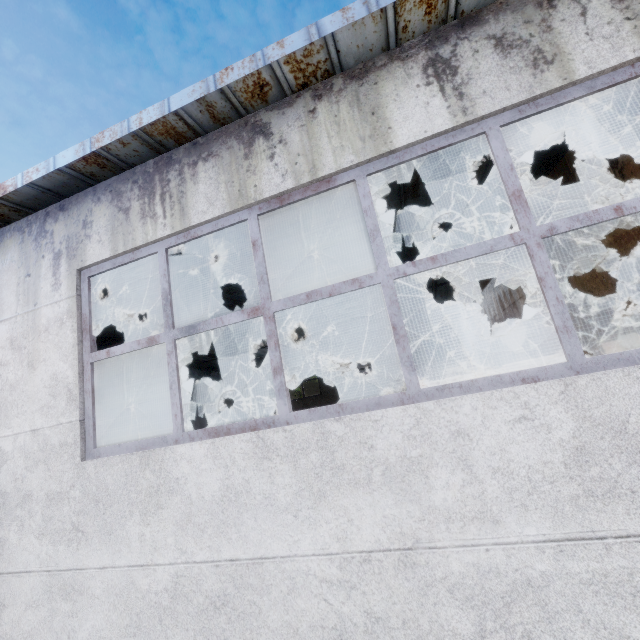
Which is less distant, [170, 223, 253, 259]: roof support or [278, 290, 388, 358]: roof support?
[170, 223, 253, 259]: roof support

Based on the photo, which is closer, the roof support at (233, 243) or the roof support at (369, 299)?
the roof support at (233, 243)

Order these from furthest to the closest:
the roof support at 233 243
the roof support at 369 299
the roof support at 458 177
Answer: the roof support at 369 299 → the roof support at 233 243 → the roof support at 458 177

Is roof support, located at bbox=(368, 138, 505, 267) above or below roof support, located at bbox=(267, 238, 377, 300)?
below

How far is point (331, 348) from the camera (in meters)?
19.39

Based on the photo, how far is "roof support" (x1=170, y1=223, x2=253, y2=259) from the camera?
5.2m

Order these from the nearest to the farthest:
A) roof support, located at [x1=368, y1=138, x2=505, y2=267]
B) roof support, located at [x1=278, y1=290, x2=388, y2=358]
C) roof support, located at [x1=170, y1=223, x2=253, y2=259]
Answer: roof support, located at [x1=368, y1=138, x2=505, y2=267] < roof support, located at [x1=170, y1=223, x2=253, y2=259] < roof support, located at [x1=278, y1=290, x2=388, y2=358]
